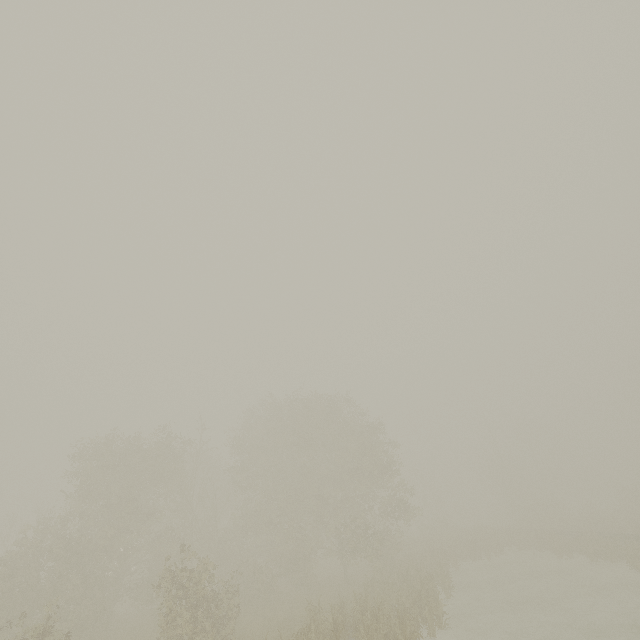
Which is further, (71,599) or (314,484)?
(314,484)
